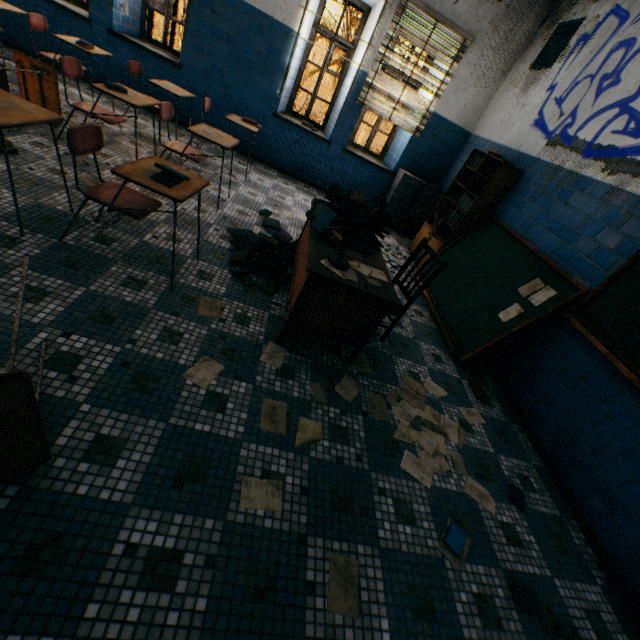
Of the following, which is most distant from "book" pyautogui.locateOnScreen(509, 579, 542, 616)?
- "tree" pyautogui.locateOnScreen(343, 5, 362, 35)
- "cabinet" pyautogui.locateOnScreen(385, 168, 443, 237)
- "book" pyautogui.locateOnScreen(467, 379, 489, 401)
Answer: "tree" pyautogui.locateOnScreen(343, 5, 362, 35)

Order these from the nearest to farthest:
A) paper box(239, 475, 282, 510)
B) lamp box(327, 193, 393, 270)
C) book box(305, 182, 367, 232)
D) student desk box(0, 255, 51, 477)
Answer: student desk box(0, 255, 51, 477), paper box(239, 475, 282, 510), lamp box(327, 193, 393, 270), book box(305, 182, 367, 232)

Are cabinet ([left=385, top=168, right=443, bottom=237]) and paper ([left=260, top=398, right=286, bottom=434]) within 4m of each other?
no

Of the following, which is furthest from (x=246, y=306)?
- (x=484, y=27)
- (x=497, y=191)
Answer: (x=484, y=27)

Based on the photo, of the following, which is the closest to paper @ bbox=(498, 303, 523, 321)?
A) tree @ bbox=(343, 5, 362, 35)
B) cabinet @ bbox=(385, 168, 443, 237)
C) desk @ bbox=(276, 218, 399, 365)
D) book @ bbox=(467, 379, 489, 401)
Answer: book @ bbox=(467, 379, 489, 401)

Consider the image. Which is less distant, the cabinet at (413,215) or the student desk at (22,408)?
the student desk at (22,408)

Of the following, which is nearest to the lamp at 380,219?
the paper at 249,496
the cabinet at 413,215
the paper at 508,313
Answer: the paper at 249,496

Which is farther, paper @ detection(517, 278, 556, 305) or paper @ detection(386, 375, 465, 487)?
paper @ detection(517, 278, 556, 305)
